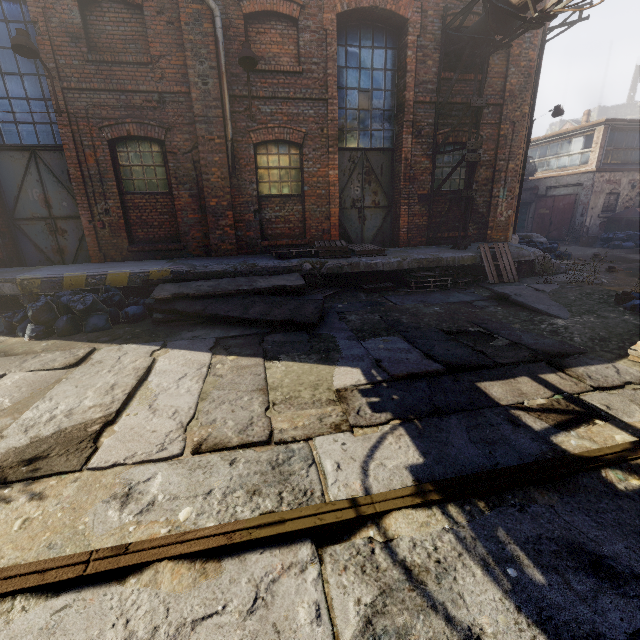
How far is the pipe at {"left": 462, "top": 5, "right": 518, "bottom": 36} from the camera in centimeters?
693cm

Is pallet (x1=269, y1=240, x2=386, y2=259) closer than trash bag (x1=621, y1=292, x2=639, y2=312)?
No

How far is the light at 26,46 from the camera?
6.1m

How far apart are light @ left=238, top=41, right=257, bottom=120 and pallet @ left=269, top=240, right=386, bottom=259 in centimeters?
319cm

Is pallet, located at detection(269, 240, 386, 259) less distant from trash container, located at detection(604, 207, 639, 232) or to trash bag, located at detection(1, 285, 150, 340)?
trash bag, located at detection(1, 285, 150, 340)

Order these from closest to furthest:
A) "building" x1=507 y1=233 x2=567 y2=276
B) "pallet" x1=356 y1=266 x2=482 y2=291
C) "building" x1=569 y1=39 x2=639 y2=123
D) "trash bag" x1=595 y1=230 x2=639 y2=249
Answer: "pallet" x1=356 y1=266 x2=482 y2=291, "building" x1=507 y1=233 x2=567 y2=276, "trash bag" x1=595 y1=230 x2=639 y2=249, "building" x1=569 y1=39 x2=639 y2=123

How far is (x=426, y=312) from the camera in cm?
669

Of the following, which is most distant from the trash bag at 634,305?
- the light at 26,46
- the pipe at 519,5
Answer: the light at 26,46
